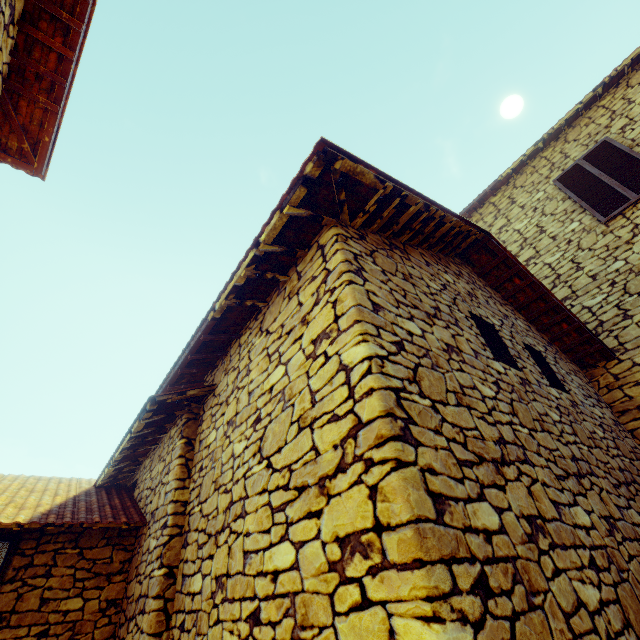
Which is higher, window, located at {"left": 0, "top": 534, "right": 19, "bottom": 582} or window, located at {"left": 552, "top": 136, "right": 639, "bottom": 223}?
window, located at {"left": 552, "top": 136, "right": 639, "bottom": 223}

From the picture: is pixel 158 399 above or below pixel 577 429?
above

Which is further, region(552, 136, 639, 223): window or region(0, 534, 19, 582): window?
region(552, 136, 639, 223): window

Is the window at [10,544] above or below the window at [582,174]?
below

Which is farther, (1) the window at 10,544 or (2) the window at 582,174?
(2) the window at 582,174
